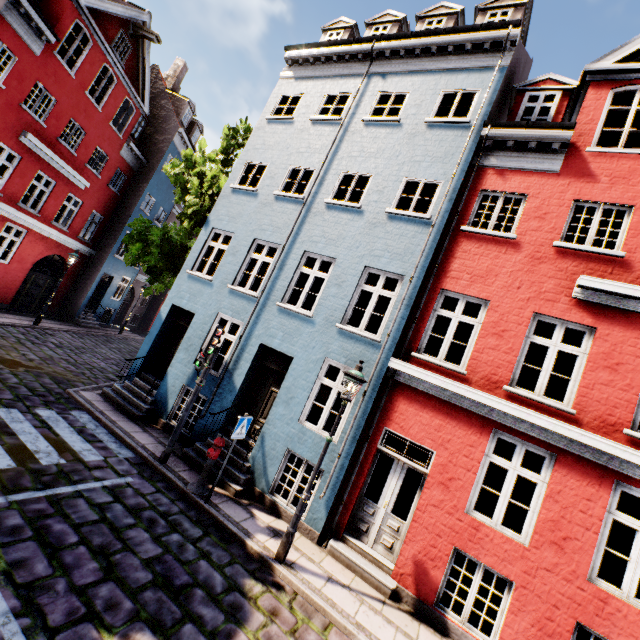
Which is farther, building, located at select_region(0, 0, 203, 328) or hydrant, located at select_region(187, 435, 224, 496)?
building, located at select_region(0, 0, 203, 328)

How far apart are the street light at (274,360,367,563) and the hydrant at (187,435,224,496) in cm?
199

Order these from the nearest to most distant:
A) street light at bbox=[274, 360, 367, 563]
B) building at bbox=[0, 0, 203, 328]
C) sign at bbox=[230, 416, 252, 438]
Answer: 1. street light at bbox=[274, 360, 367, 563]
2. sign at bbox=[230, 416, 252, 438]
3. building at bbox=[0, 0, 203, 328]

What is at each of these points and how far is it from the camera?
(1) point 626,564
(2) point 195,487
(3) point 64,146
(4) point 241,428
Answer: (1) building, 12.5 meters
(2) hydrant, 7.0 meters
(3) building, 14.9 meters
(4) sign, 6.9 meters

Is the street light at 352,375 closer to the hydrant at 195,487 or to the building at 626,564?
the building at 626,564

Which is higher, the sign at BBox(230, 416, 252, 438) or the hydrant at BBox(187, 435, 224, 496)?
the sign at BBox(230, 416, 252, 438)

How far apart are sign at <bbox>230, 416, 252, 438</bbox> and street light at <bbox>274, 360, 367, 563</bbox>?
1.8 meters

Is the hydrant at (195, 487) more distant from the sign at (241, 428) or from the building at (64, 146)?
the building at (64, 146)
